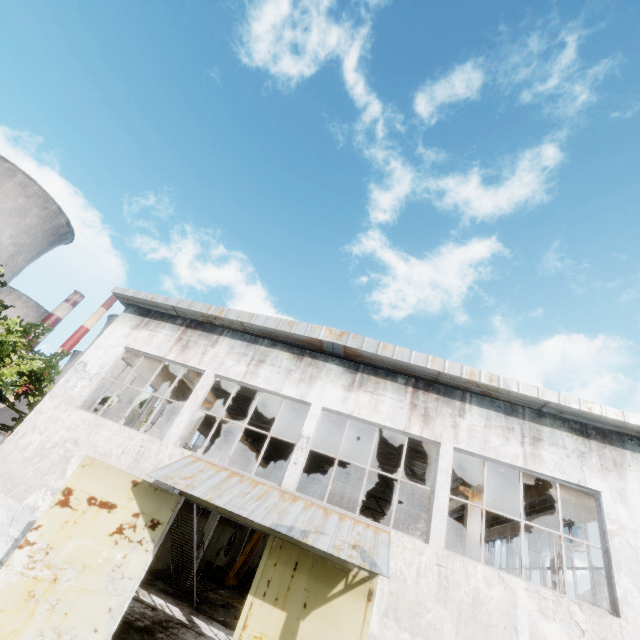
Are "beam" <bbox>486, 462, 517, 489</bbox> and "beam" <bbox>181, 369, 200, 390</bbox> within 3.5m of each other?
no

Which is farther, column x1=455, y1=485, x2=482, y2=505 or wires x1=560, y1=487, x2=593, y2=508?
column x1=455, y1=485, x2=482, y2=505

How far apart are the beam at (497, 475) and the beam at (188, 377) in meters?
11.9

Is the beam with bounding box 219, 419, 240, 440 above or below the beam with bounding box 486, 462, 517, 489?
above

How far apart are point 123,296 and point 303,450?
10.1m

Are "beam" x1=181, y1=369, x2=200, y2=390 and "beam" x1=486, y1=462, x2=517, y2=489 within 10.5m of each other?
no

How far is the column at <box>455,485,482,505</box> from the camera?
12.24m

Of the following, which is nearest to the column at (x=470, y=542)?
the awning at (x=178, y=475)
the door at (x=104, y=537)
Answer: the awning at (x=178, y=475)
